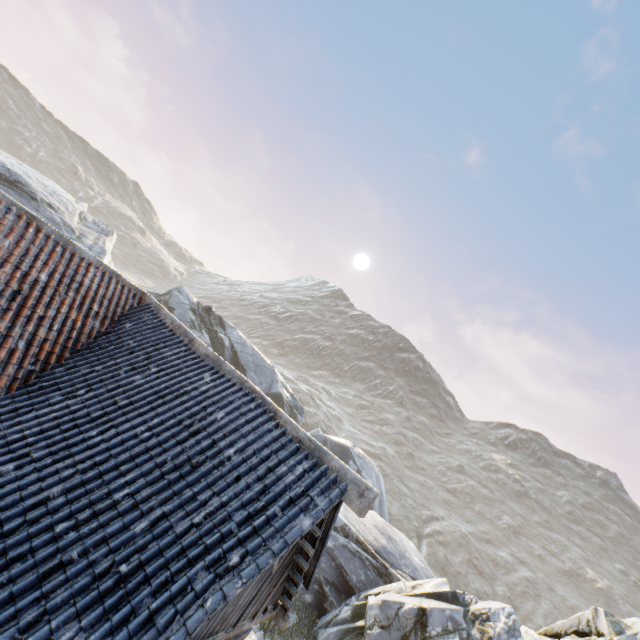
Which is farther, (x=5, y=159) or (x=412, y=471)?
(x=412, y=471)

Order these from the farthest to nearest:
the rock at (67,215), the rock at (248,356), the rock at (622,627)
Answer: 1. the rock at (248,356)
2. the rock at (67,215)
3. the rock at (622,627)

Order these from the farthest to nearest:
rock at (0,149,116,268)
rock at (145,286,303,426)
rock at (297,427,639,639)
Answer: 1. rock at (145,286,303,426)
2. rock at (0,149,116,268)
3. rock at (297,427,639,639)

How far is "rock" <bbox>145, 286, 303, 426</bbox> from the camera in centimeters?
2295cm

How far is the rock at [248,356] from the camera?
23.0m

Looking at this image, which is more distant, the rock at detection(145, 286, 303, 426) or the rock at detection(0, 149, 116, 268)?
the rock at detection(145, 286, 303, 426)
